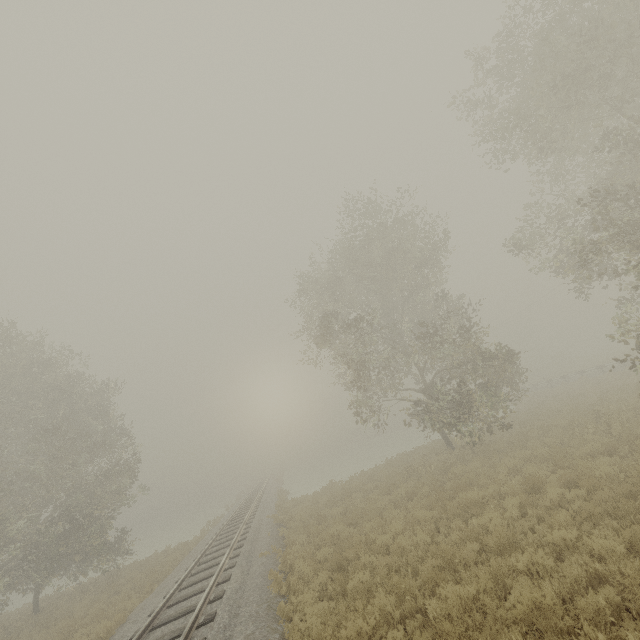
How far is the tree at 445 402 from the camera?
16.77m

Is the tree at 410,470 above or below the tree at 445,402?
below

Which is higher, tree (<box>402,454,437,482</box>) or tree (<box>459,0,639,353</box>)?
tree (<box>459,0,639,353</box>)

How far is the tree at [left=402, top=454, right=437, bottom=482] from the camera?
15.6m

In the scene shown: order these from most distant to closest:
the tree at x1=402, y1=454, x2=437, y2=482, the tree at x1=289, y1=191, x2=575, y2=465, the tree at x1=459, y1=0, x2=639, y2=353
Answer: the tree at x1=289, y1=191, x2=575, y2=465, the tree at x1=402, y1=454, x2=437, y2=482, the tree at x1=459, y1=0, x2=639, y2=353

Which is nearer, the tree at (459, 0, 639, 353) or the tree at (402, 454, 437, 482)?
the tree at (459, 0, 639, 353)

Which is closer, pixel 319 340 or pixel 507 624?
pixel 507 624

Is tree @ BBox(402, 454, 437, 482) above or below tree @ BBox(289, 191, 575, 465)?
below
